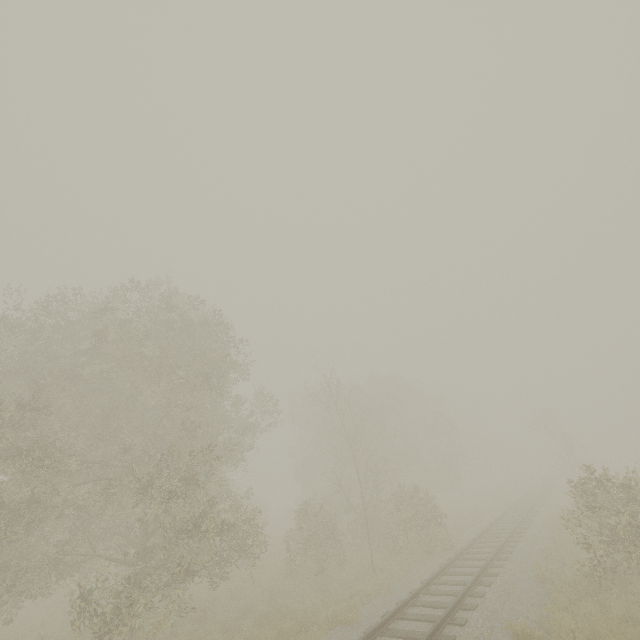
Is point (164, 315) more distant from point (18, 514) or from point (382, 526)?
point (382, 526)
